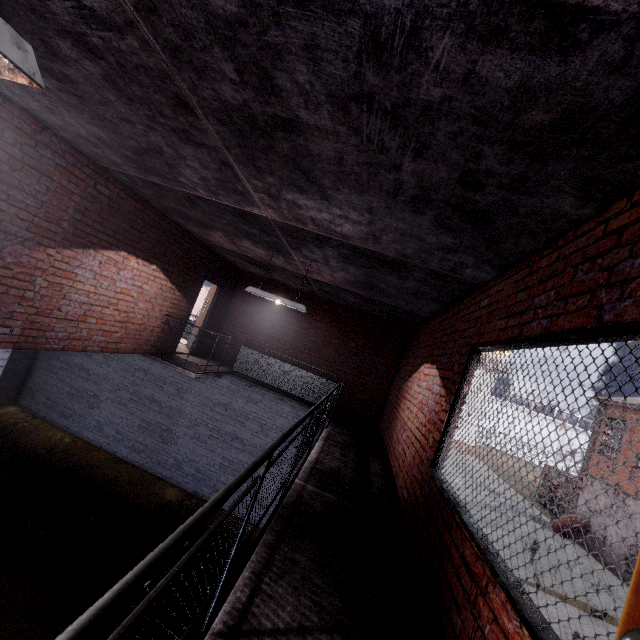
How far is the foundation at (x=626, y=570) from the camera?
16.23m

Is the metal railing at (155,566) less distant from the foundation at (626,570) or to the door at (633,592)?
the door at (633,592)

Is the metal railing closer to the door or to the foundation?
the door

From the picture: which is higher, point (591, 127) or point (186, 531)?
point (591, 127)

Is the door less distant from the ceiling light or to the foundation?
the ceiling light

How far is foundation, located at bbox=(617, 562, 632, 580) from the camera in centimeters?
1623cm

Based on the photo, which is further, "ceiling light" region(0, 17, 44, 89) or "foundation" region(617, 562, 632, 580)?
"foundation" region(617, 562, 632, 580)
